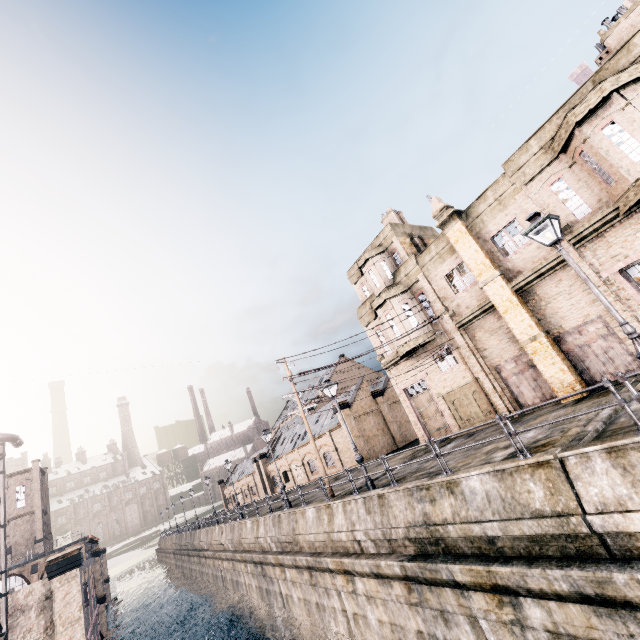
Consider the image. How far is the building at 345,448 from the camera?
35.4m

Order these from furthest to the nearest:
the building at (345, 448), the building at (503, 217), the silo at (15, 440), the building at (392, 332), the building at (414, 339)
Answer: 1. the building at (345, 448)
2. the building at (392, 332)
3. the building at (414, 339)
4. the silo at (15, 440)
5. the building at (503, 217)

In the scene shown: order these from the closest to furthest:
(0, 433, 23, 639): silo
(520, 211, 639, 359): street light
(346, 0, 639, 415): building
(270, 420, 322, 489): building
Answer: (520, 211, 639, 359): street light < (346, 0, 639, 415): building < (0, 433, 23, 639): silo < (270, 420, 322, 489): building

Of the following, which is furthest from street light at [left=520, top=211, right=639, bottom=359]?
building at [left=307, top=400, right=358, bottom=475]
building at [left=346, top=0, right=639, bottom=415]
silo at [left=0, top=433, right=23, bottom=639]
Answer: silo at [left=0, top=433, right=23, bottom=639]

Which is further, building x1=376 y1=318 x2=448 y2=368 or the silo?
building x1=376 y1=318 x2=448 y2=368

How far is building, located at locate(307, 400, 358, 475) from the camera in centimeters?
3544cm

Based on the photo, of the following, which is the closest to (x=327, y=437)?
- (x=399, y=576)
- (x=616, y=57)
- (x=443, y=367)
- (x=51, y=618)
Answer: (x=443, y=367)

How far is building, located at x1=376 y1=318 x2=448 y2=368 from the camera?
22.7m
